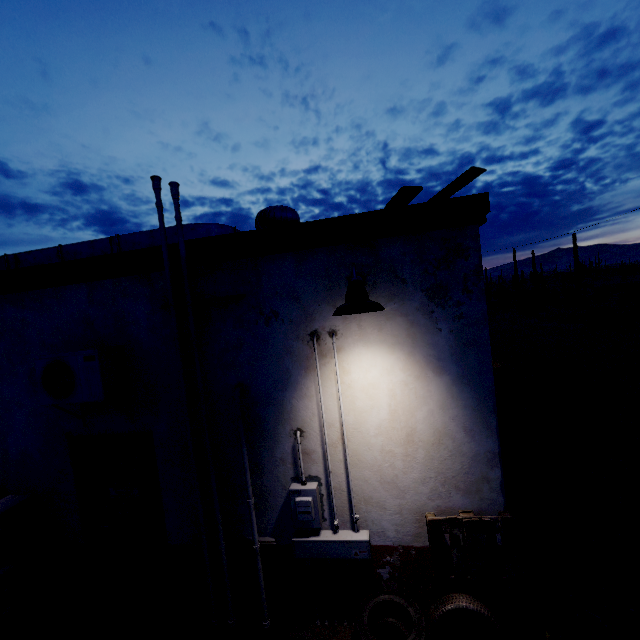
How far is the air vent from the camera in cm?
407

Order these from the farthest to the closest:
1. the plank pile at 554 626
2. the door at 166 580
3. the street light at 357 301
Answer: the door at 166 580 < the plank pile at 554 626 < the street light at 357 301

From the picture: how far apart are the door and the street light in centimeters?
262cm

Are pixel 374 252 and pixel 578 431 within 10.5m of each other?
yes

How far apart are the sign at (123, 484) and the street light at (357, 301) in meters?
3.2

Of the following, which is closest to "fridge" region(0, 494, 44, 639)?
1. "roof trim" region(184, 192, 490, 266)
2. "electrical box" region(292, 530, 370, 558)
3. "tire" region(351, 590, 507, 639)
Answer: "roof trim" region(184, 192, 490, 266)

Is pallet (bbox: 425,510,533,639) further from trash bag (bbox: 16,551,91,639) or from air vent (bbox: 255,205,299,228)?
trash bag (bbox: 16,551,91,639)

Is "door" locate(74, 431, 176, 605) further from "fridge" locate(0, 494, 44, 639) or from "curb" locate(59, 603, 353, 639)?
"fridge" locate(0, 494, 44, 639)
